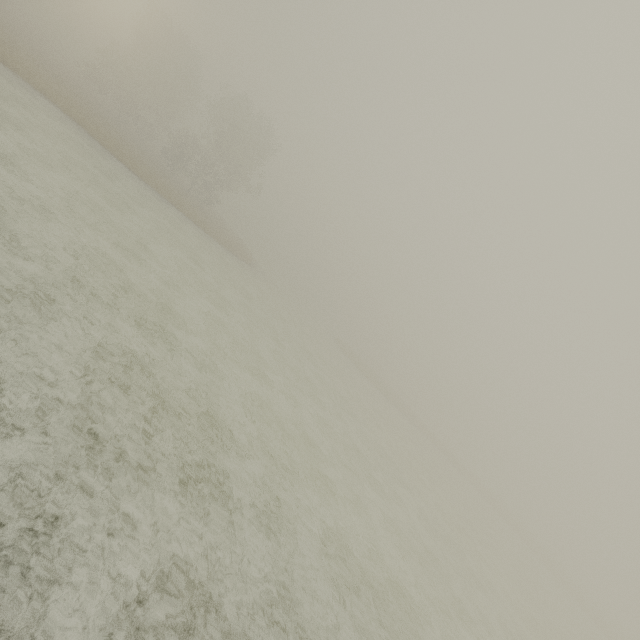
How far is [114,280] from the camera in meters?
10.7 m
